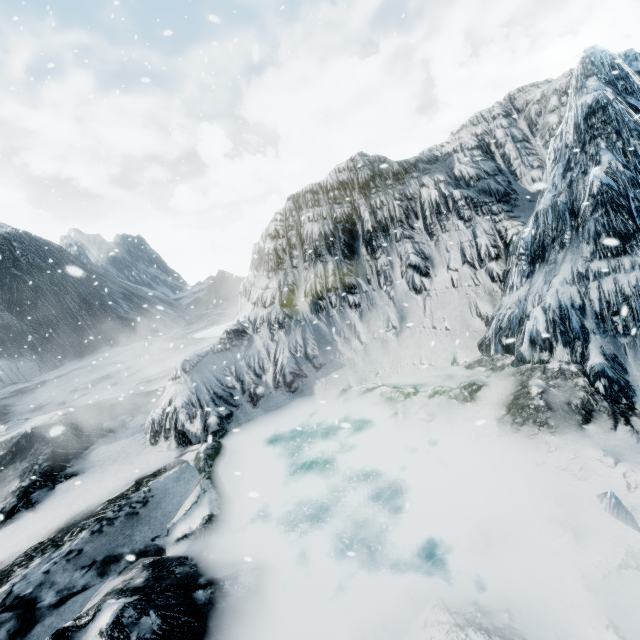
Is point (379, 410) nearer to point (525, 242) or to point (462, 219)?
point (525, 242)
